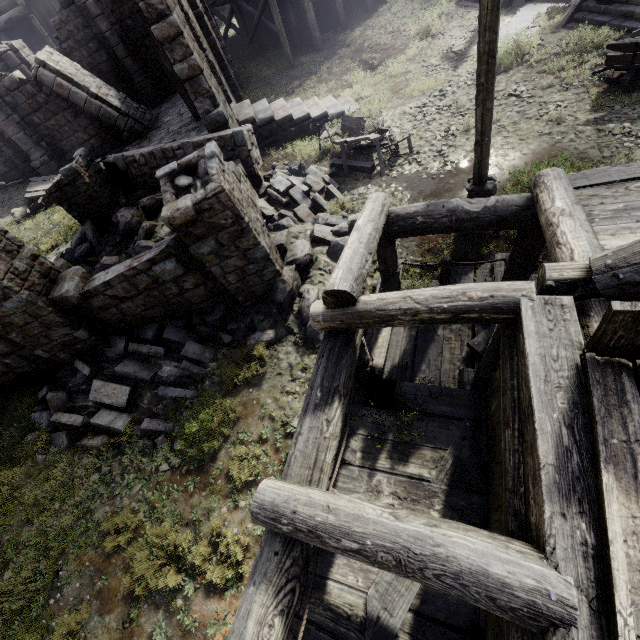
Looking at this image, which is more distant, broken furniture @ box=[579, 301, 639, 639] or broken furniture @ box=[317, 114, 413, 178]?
broken furniture @ box=[317, 114, 413, 178]

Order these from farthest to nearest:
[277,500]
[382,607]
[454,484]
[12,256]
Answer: [12,256]
[454,484]
[382,607]
[277,500]

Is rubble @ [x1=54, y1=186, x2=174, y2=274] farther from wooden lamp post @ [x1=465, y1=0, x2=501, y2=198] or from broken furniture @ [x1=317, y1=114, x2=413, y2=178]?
wooden lamp post @ [x1=465, y1=0, x2=501, y2=198]

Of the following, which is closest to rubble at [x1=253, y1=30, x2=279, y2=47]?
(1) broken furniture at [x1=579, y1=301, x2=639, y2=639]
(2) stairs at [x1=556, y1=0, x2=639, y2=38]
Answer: (2) stairs at [x1=556, y1=0, x2=639, y2=38]

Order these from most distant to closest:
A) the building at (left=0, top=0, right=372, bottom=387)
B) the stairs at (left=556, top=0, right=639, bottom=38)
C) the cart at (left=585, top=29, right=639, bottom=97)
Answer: the stairs at (left=556, top=0, right=639, bottom=38)
the cart at (left=585, top=29, right=639, bottom=97)
the building at (left=0, top=0, right=372, bottom=387)

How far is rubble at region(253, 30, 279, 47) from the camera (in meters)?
23.72

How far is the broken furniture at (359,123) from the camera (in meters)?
10.54

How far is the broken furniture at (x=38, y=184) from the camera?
14.4 meters
